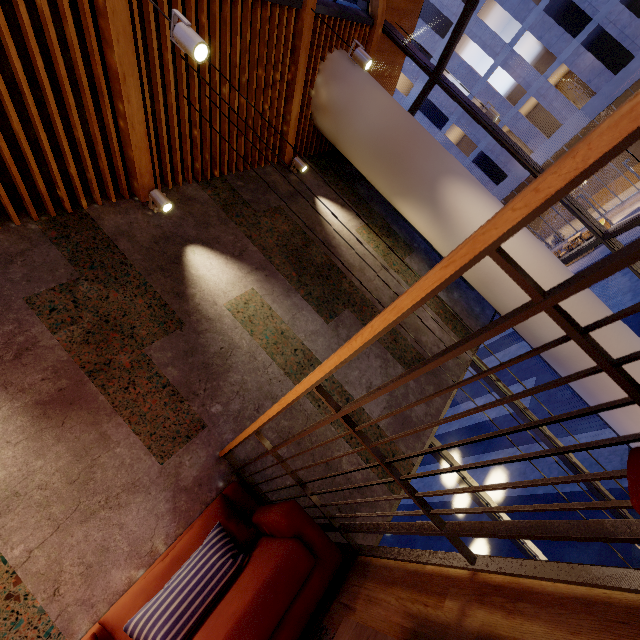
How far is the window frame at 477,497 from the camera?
4.1m

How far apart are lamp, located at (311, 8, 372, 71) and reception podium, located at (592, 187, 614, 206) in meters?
30.3

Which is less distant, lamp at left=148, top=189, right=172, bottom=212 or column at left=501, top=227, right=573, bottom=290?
lamp at left=148, top=189, right=172, bottom=212

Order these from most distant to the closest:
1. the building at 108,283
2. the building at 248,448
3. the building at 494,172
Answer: the building at 494,172, the building at 248,448, the building at 108,283

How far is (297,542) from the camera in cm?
195

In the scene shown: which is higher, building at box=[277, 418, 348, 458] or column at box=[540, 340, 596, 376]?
building at box=[277, 418, 348, 458]

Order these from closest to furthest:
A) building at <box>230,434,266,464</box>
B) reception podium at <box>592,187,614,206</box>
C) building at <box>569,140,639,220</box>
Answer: building at <box>230,434,266,464</box> → building at <box>569,140,639,220</box> → reception podium at <box>592,187,614,206</box>

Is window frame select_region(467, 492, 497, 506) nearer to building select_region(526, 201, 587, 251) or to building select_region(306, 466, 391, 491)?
building select_region(306, 466, 391, 491)
